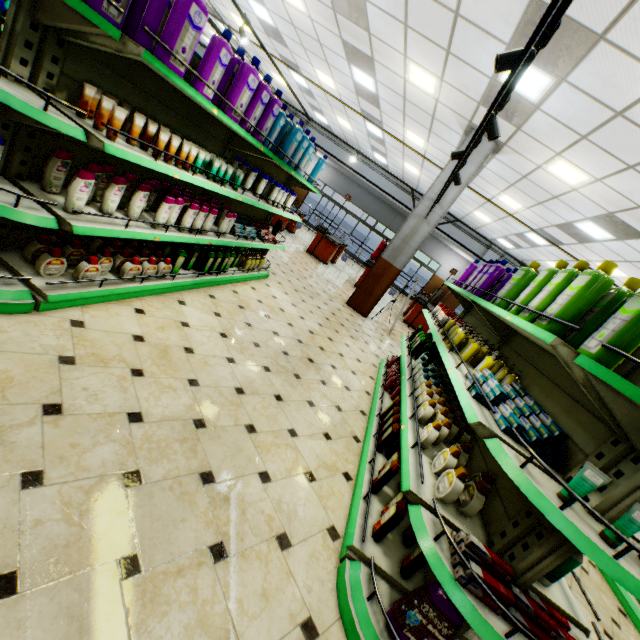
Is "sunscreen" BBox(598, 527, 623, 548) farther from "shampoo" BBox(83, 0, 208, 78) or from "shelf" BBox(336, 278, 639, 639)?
"shampoo" BBox(83, 0, 208, 78)

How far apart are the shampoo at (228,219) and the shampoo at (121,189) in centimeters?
135cm

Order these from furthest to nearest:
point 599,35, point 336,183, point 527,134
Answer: point 336,183 < point 527,134 < point 599,35

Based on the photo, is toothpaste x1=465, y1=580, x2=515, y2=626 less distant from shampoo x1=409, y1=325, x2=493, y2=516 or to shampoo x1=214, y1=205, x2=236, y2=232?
shampoo x1=409, y1=325, x2=493, y2=516

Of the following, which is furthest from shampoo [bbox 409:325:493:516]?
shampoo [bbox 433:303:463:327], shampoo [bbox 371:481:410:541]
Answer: shampoo [bbox 433:303:463:327]

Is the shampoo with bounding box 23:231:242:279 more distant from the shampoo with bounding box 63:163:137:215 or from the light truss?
the light truss

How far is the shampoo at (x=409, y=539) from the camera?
2.35m

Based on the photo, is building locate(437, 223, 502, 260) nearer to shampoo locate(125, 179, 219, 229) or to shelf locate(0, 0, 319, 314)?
shelf locate(0, 0, 319, 314)
